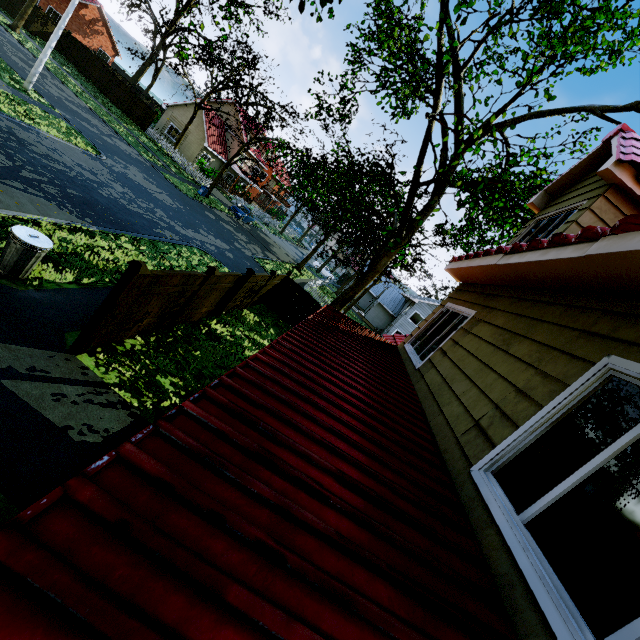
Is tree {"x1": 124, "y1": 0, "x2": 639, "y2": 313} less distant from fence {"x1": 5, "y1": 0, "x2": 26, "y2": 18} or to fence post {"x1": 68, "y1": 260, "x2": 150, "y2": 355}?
fence {"x1": 5, "y1": 0, "x2": 26, "y2": 18}

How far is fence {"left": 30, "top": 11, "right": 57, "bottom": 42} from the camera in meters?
30.2 m

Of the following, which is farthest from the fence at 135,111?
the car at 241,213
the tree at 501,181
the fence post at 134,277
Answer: the car at 241,213

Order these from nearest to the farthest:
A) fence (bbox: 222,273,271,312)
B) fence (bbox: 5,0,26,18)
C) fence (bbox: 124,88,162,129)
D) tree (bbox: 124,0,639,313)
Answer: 1. tree (bbox: 124,0,639,313)
2. fence (bbox: 222,273,271,312)
3. fence (bbox: 5,0,26,18)
4. fence (bbox: 124,88,162,129)

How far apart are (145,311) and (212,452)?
6.58m

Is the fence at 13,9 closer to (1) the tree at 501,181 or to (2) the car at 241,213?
(1) the tree at 501,181

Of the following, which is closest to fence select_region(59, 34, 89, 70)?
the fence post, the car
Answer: the fence post
